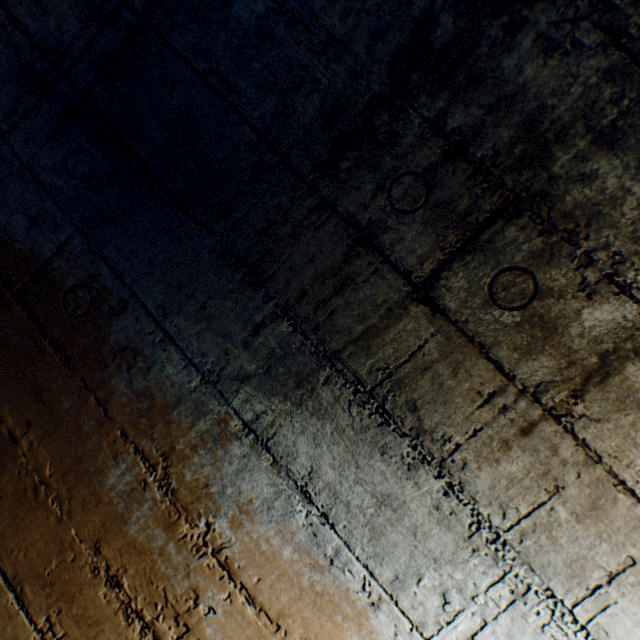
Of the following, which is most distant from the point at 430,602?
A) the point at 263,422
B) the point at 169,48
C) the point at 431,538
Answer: the point at 169,48
